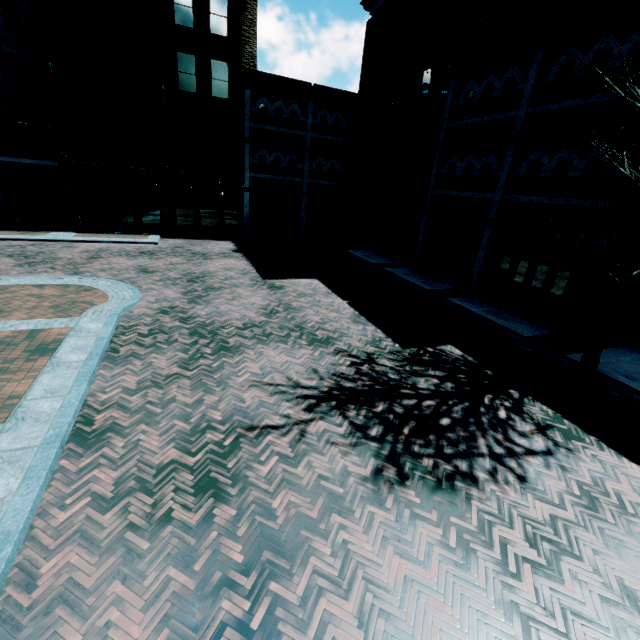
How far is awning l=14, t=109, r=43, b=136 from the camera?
18.8 meters

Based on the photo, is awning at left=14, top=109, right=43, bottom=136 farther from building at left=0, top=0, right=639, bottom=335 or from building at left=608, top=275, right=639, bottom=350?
building at left=608, top=275, right=639, bottom=350

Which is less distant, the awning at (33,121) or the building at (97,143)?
the building at (97,143)

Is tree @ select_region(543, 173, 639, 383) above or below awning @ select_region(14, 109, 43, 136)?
below

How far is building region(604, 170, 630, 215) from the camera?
8.94m

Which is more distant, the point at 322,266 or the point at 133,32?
the point at 322,266

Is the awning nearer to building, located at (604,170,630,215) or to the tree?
building, located at (604,170,630,215)

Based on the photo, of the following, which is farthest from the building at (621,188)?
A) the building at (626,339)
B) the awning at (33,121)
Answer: the building at (626,339)
